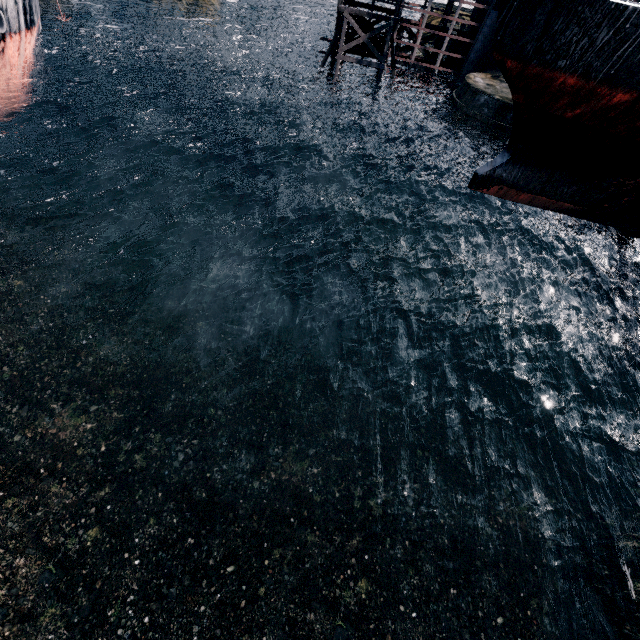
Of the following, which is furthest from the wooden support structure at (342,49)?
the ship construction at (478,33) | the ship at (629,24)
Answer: the ship at (629,24)

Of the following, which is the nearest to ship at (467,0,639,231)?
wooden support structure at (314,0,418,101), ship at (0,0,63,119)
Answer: wooden support structure at (314,0,418,101)

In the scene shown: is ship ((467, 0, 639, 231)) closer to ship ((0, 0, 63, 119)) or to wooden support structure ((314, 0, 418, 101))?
wooden support structure ((314, 0, 418, 101))

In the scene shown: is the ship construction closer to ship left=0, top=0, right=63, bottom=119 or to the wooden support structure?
the wooden support structure

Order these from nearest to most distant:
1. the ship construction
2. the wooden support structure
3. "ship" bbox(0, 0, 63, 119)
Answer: "ship" bbox(0, 0, 63, 119) → the ship construction → the wooden support structure

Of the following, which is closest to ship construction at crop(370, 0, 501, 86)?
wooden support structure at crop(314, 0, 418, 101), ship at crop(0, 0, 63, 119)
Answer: wooden support structure at crop(314, 0, 418, 101)

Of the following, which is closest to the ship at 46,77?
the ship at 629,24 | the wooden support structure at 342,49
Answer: the wooden support structure at 342,49

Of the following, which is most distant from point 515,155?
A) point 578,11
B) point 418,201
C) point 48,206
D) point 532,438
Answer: point 48,206
